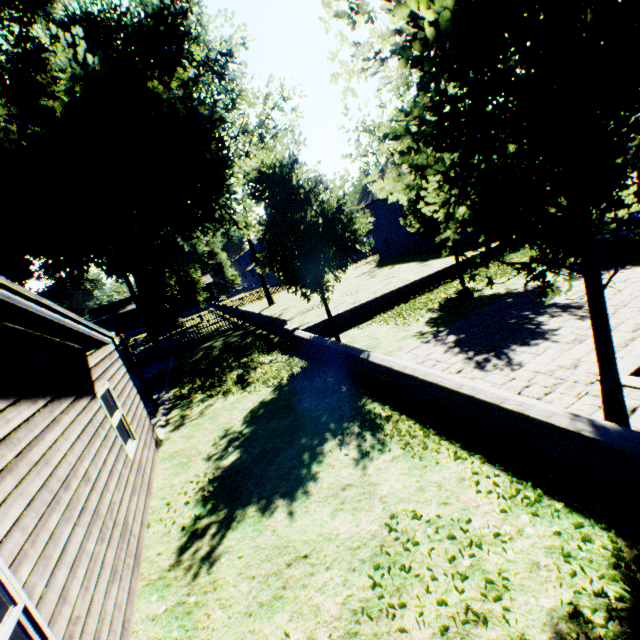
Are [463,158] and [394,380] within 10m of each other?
yes

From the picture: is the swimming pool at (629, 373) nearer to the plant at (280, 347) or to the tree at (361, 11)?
the tree at (361, 11)

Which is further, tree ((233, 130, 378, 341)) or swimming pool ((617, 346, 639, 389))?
tree ((233, 130, 378, 341))

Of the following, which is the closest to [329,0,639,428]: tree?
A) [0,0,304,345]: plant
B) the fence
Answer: the fence

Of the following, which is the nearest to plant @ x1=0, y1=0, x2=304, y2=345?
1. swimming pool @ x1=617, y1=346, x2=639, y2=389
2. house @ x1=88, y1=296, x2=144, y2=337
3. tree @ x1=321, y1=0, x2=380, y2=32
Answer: house @ x1=88, y1=296, x2=144, y2=337

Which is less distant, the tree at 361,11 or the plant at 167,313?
the tree at 361,11

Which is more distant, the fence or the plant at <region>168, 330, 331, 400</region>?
the fence

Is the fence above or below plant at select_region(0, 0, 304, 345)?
below
